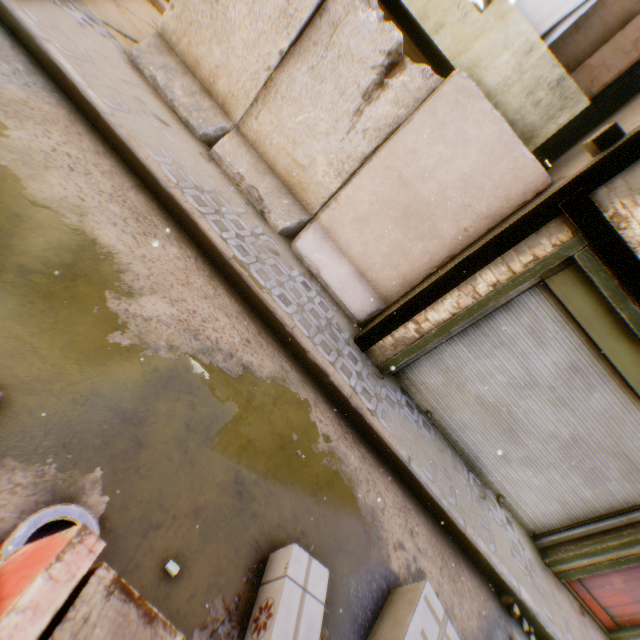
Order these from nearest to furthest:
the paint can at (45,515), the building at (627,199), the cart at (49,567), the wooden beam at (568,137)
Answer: the cart at (49,567) < the paint can at (45,515) < the building at (627,199) < the wooden beam at (568,137)

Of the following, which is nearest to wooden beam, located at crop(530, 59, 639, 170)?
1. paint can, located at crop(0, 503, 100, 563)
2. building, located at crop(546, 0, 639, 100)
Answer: building, located at crop(546, 0, 639, 100)

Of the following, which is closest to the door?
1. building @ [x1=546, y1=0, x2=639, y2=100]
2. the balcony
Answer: building @ [x1=546, y1=0, x2=639, y2=100]

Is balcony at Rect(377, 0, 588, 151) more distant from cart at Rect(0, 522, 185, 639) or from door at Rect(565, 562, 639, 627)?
door at Rect(565, 562, 639, 627)

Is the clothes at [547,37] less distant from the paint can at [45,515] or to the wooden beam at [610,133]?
the wooden beam at [610,133]

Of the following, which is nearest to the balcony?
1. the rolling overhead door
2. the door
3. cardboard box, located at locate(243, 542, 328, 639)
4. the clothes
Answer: the clothes

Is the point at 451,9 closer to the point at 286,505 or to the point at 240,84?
the point at 240,84
